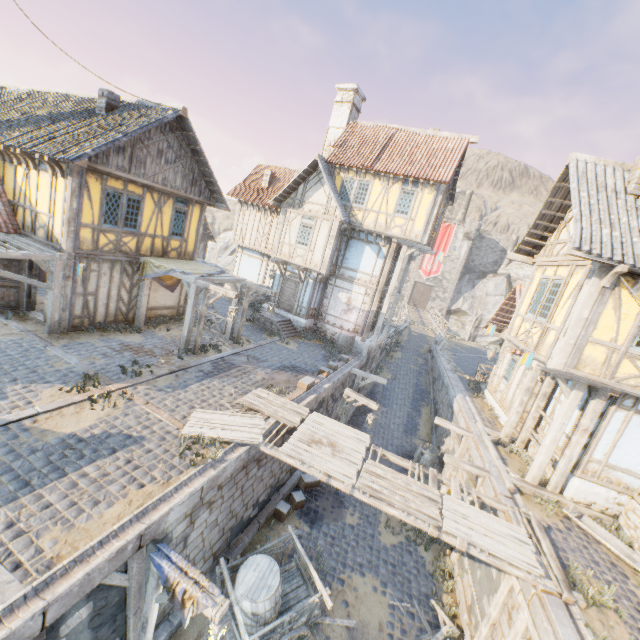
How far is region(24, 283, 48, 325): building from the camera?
11.66m

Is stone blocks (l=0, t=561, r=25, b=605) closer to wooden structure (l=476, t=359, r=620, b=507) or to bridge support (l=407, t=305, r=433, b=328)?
wooden structure (l=476, t=359, r=620, b=507)

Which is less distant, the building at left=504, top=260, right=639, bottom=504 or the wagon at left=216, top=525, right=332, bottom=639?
the wagon at left=216, top=525, right=332, bottom=639

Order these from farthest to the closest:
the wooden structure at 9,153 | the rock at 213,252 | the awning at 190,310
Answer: the rock at 213,252, the awning at 190,310, the wooden structure at 9,153

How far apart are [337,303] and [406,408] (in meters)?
7.87

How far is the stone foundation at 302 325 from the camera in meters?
19.3

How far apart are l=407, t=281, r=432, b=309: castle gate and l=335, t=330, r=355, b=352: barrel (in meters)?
35.13

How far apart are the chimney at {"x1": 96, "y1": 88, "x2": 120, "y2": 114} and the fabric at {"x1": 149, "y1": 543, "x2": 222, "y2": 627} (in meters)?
14.23
